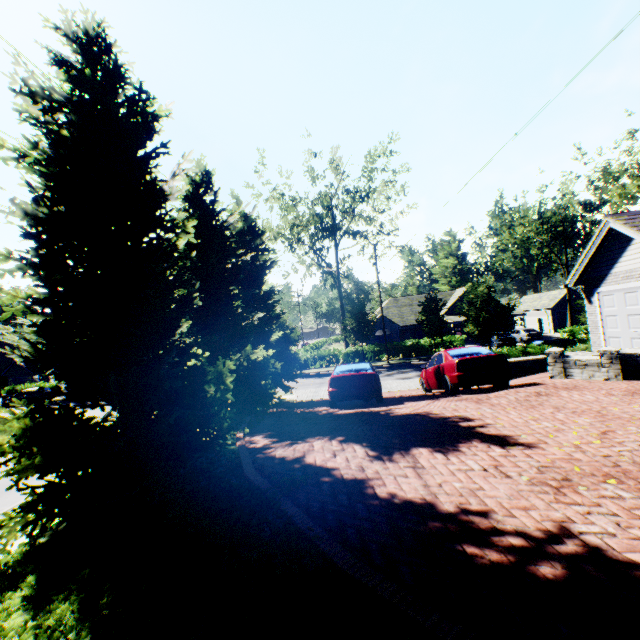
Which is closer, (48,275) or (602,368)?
(48,275)

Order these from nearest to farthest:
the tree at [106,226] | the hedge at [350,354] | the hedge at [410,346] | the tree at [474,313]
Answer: the tree at [106,226] → the tree at [474,313] → the hedge at [410,346] → the hedge at [350,354]

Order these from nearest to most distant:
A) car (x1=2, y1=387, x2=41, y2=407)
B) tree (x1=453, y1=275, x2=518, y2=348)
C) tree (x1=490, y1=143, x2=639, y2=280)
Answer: tree (x1=453, y1=275, x2=518, y2=348), tree (x1=490, y1=143, x2=639, y2=280), car (x1=2, y1=387, x2=41, y2=407)

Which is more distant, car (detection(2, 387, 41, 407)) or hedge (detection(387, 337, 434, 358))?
hedge (detection(387, 337, 434, 358))

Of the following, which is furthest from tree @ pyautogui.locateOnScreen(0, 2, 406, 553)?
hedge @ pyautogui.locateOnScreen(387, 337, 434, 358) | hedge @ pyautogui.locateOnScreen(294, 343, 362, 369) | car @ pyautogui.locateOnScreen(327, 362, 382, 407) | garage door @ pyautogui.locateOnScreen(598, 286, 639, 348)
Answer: garage door @ pyautogui.locateOnScreen(598, 286, 639, 348)

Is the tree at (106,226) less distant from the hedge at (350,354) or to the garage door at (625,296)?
the hedge at (350,354)

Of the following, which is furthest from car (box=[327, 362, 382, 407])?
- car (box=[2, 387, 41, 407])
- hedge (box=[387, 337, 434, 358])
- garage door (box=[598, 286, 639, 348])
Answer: car (box=[2, 387, 41, 407])

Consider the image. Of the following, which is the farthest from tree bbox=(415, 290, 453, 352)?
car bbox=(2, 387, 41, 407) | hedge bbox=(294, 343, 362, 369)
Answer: car bbox=(2, 387, 41, 407)
